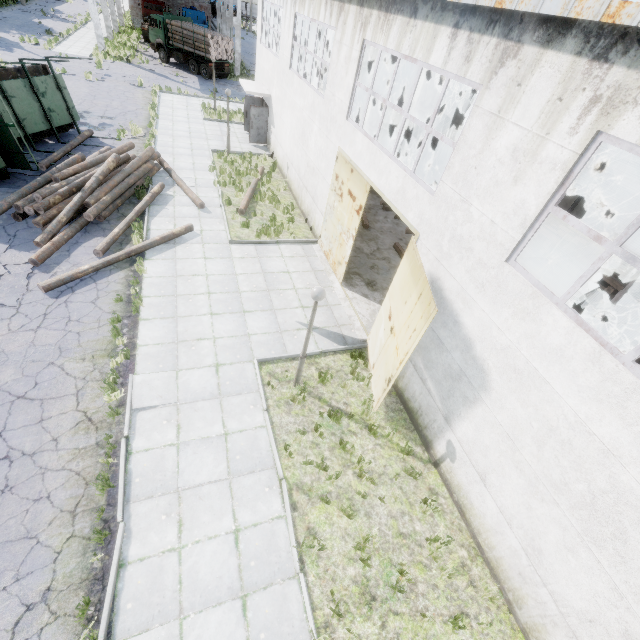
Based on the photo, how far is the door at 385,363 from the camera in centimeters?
652cm

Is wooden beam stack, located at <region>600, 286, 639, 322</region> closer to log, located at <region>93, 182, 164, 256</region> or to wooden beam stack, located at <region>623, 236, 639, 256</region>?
wooden beam stack, located at <region>623, 236, 639, 256</region>

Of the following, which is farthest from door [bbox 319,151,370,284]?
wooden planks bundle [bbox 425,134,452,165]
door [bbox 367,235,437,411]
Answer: wooden planks bundle [bbox 425,134,452,165]

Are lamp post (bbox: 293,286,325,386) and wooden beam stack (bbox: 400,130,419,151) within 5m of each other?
no

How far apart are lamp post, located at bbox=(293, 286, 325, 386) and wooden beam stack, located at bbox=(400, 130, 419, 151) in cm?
2522

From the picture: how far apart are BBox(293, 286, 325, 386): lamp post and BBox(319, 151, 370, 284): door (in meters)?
4.65

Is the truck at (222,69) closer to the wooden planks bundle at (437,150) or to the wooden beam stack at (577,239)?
the wooden planks bundle at (437,150)

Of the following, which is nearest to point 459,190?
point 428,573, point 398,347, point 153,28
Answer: point 398,347
